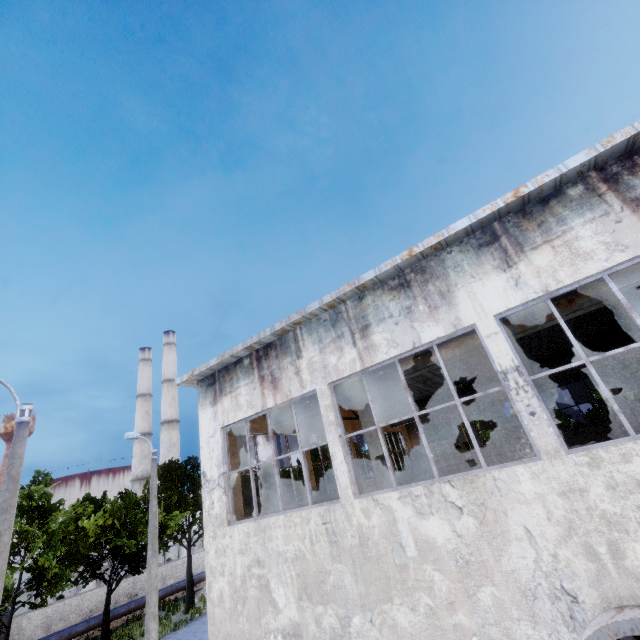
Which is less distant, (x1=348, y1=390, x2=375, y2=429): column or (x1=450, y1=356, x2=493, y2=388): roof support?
(x1=348, y1=390, x2=375, y2=429): column

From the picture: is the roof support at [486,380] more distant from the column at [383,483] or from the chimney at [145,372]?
the chimney at [145,372]

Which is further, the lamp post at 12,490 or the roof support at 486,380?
the roof support at 486,380

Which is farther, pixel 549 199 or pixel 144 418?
pixel 144 418

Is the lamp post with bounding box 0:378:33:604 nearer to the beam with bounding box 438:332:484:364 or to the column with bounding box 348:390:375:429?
the beam with bounding box 438:332:484:364

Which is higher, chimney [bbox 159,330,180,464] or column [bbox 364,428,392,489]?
chimney [bbox 159,330,180,464]

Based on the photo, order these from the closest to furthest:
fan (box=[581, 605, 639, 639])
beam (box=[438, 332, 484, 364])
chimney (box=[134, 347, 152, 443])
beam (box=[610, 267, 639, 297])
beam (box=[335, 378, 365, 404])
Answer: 1. fan (box=[581, 605, 639, 639])
2. beam (box=[610, 267, 639, 297])
3. beam (box=[438, 332, 484, 364])
4. beam (box=[335, 378, 365, 404])
5. chimney (box=[134, 347, 152, 443])

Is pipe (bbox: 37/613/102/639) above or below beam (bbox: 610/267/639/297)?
below
